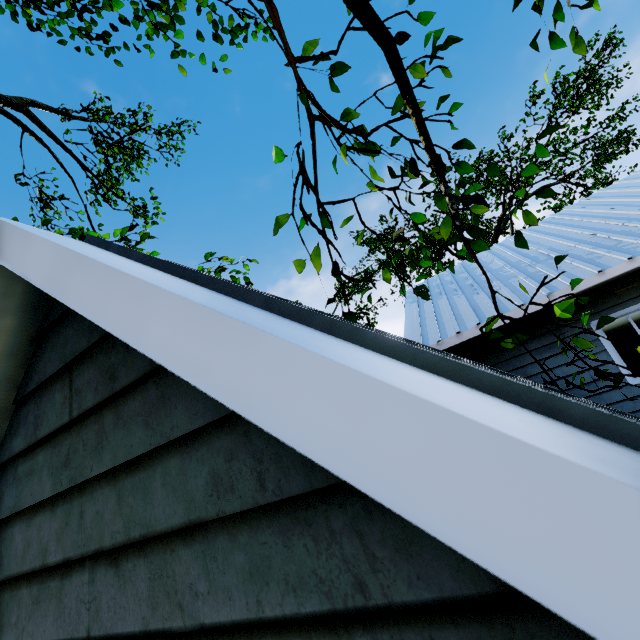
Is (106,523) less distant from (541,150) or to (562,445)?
(562,445)

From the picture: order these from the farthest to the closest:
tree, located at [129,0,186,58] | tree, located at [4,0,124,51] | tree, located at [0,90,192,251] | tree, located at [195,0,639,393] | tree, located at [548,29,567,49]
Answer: tree, located at [0,90,192,251], tree, located at [4,0,124,51], tree, located at [129,0,186,58], tree, located at [548,29,567,49], tree, located at [195,0,639,393]

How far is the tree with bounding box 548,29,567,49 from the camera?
2.3m

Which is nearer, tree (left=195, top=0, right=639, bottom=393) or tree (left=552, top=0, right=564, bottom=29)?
tree (left=195, top=0, right=639, bottom=393)

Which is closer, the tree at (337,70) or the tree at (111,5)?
the tree at (337,70)
